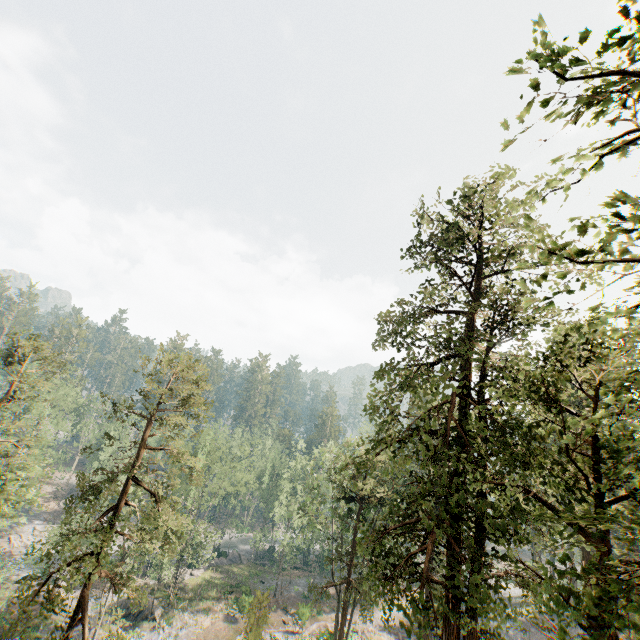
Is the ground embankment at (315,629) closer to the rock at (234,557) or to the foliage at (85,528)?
the foliage at (85,528)

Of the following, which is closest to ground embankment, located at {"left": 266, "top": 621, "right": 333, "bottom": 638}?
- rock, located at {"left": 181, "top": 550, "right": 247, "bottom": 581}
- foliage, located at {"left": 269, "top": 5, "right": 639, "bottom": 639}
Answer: foliage, located at {"left": 269, "top": 5, "right": 639, "bottom": 639}

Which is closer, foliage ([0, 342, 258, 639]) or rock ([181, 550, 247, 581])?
foliage ([0, 342, 258, 639])

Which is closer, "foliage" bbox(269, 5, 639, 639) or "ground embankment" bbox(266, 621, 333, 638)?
"foliage" bbox(269, 5, 639, 639)

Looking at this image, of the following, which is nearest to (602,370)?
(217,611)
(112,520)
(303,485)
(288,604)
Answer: (112,520)

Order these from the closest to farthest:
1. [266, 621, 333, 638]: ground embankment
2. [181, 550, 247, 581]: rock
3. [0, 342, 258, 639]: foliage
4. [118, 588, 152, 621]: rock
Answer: [0, 342, 258, 639]: foliage, [266, 621, 333, 638]: ground embankment, [118, 588, 152, 621]: rock, [181, 550, 247, 581]: rock
